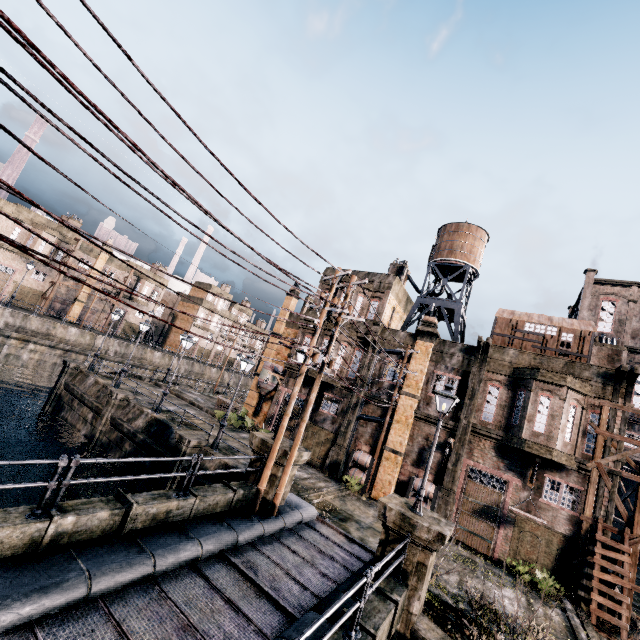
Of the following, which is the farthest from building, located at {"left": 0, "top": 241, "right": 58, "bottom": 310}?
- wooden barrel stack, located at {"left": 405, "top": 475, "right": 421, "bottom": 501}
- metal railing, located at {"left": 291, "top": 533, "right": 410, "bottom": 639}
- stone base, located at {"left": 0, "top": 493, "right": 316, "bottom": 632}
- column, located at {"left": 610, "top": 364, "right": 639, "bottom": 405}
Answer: column, located at {"left": 610, "top": 364, "right": 639, "bottom": 405}

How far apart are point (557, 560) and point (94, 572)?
21.27m

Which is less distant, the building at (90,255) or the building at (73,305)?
the building at (73,305)

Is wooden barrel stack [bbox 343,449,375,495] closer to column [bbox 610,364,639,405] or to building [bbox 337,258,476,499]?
building [bbox 337,258,476,499]

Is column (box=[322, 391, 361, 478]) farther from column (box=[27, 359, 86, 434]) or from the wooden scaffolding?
column (box=[27, 359, 86, 434])

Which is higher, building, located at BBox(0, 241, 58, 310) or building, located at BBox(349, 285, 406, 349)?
building, located at BBox(349, 285, 406, 349)

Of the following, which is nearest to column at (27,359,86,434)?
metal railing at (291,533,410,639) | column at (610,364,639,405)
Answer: metal railing at (291,533,410,639)

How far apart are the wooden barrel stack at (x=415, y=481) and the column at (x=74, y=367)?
28.26m
